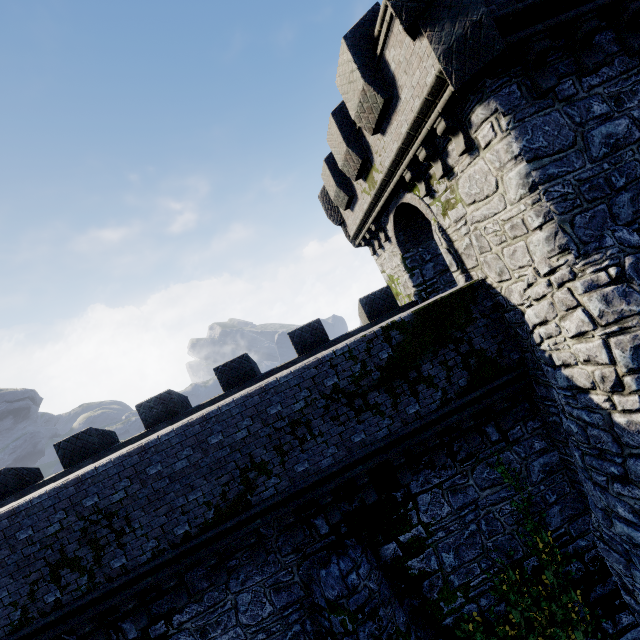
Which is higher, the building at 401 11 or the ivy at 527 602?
the building at 401 11

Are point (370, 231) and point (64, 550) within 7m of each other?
no

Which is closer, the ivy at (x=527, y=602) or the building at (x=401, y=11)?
the building at (x=401, y=11)

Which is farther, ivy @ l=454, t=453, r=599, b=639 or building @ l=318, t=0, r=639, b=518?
ivy @ l=454, t=453, r=599, b=639

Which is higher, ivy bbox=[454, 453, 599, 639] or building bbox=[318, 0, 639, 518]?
building bbox=[318, 0, 639, 518]
